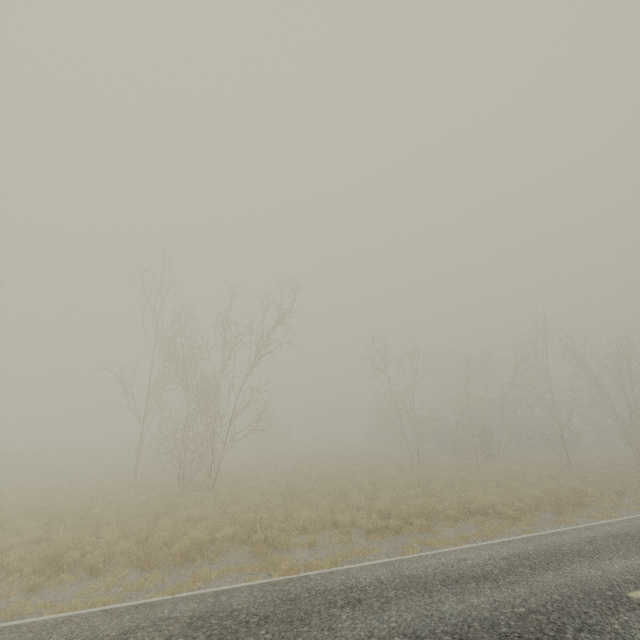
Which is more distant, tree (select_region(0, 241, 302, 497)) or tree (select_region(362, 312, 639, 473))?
tree (select_region(362, 312, 639, 473))

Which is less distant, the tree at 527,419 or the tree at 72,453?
the tree at 72,453

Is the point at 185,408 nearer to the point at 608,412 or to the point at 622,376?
the point at 622,376
